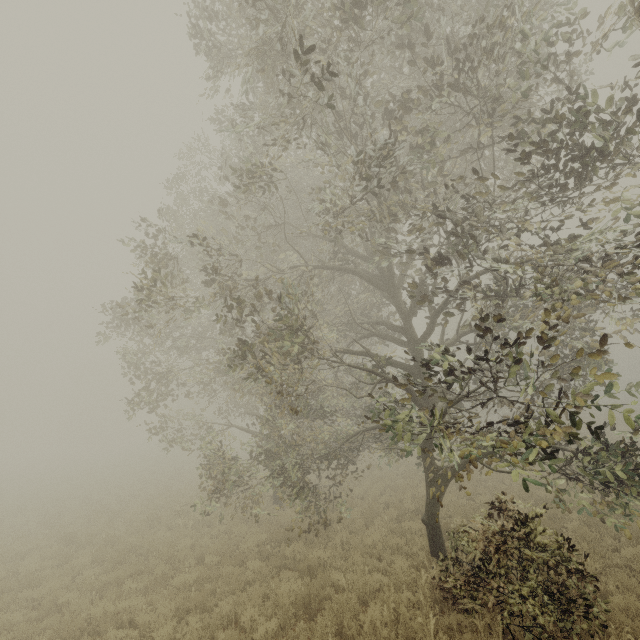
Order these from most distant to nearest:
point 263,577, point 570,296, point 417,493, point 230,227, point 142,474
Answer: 1. point 142,474
2. point 230,227
3. point 417,493
4. point 263,577
5. point 570,296

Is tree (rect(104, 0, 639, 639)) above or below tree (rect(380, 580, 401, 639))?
above

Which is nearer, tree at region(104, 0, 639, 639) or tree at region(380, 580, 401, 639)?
tree at region(104, 0, 639, 639)

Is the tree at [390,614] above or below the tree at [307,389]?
below

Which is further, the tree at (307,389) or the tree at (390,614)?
the tree at (390,614)
